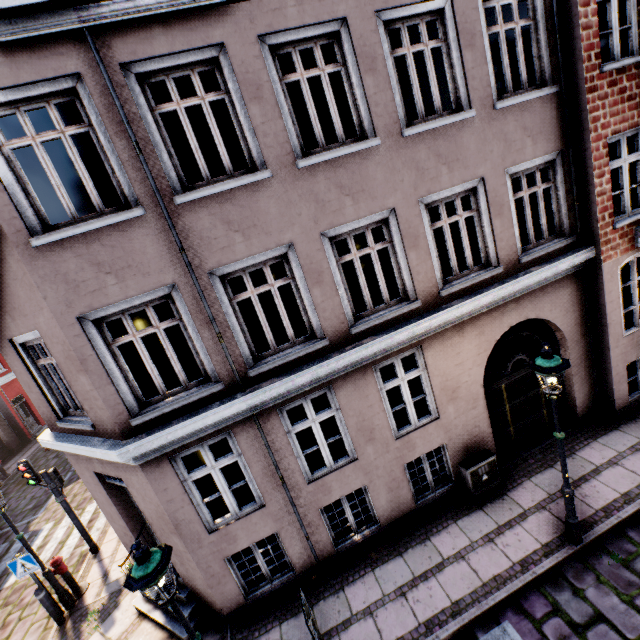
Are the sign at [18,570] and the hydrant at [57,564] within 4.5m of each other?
yes

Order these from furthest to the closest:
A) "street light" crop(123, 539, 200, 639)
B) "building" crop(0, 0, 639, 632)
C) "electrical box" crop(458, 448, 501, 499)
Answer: "electrical box" crop(458, 448, 501, 499) < "building" crop(0, 0, 639, 632) < "street light" crop(123, 539, 200, 639)

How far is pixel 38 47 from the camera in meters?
4.2

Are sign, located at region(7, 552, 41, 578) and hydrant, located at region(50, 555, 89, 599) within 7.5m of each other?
yes

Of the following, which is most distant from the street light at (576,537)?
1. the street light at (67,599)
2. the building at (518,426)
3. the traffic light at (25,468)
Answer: the traffic light at (25,468)

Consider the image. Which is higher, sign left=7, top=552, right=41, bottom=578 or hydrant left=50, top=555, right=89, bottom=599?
sign left=7, top=552, right=41, bottom=578

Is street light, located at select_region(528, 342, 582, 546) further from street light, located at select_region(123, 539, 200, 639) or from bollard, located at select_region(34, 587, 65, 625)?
bollard, located at select_region(34, 587, 65, 625)

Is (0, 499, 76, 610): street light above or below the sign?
below
